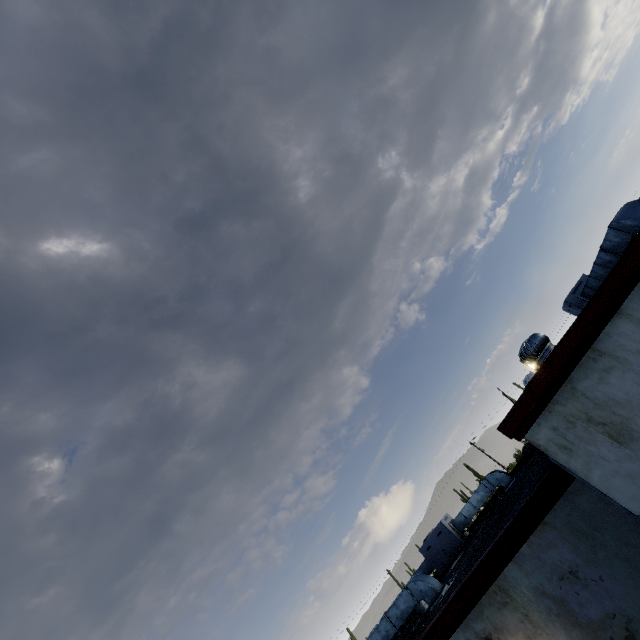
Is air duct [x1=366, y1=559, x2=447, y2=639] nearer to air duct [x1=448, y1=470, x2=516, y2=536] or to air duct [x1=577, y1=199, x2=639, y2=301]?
air duct [x1=448, y1=470, x2=516, y2=536]

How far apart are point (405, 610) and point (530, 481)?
4.6 meters

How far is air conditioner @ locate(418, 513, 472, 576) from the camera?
10.8 meters

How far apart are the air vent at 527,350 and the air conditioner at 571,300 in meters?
5.8

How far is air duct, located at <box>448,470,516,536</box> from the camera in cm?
1066

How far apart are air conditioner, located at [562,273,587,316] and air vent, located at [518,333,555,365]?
5.8 meters

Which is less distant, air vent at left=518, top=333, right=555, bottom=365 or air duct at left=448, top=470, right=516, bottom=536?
air vent at left=518, top=333, right=555, bottom=365

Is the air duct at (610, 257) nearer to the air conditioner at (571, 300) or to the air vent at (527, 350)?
the air conditioner at (571, 300)
